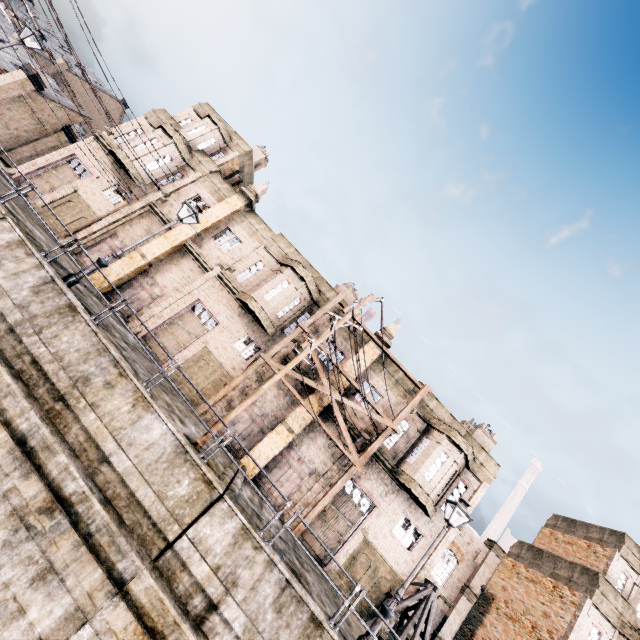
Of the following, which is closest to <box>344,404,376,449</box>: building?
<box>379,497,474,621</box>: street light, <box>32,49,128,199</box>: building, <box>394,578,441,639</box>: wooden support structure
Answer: <box>394,578,441,639</box>: wooden support structure

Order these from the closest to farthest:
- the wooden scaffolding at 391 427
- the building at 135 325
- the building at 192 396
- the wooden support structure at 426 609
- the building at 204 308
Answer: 1. the wooden support structure at 426 609
2. the wooden scaffolding at 391 427
3. the building at 192 396
4. the building at 135 325
5. the building at 204 308

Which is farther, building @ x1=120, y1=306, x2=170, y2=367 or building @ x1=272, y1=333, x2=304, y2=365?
building @ x1=272, y1=333, x2=304, y2=365

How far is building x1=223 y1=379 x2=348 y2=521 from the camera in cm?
1939

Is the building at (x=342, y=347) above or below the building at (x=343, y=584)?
above

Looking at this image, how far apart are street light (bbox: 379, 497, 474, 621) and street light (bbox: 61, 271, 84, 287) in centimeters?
1476cm

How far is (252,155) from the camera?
28.48m

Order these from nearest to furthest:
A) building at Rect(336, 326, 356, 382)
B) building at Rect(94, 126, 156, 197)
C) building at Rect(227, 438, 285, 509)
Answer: building at Rect(227, 438, 285, 509) → building at Rect(336, 326, 356, 382) → building at Rect(94, 126, 156, 197)
